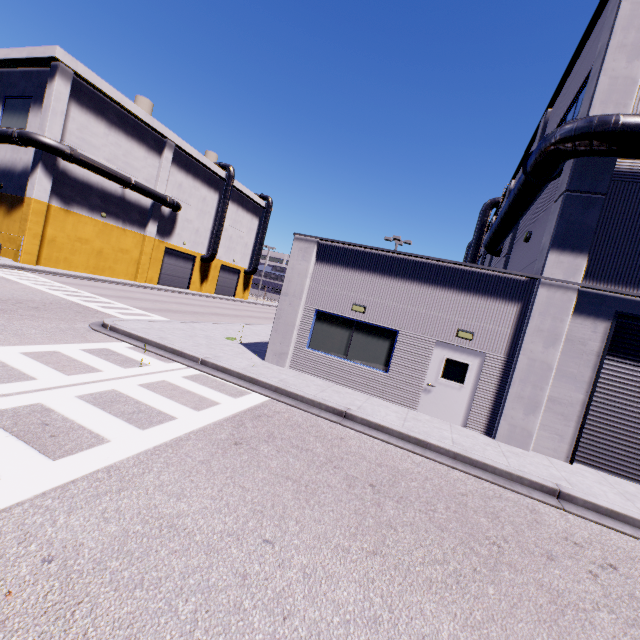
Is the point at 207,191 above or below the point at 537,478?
above

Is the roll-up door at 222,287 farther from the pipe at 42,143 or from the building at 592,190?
the pipe at 42,143

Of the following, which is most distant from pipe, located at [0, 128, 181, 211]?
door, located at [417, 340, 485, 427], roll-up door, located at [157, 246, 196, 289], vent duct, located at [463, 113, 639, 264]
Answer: door, located at [417, 340, 485, 427]

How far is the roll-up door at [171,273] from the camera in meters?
37.1 m

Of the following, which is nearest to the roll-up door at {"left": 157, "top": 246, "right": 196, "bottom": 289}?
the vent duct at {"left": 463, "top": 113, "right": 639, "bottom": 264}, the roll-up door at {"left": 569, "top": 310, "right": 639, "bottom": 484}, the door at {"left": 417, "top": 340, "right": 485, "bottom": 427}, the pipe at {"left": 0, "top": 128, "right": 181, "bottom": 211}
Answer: the pipe at {"left": 0, "top": 128, "right": 181, "bottom": 211}

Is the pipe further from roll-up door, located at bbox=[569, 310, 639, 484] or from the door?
roll-up door, located at bbox=[569, 310, 639, 484]

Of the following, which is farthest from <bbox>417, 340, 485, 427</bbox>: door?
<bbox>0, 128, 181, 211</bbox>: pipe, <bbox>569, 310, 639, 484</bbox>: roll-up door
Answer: <bbox>0, 128, 181, 211</bbox>: pipe

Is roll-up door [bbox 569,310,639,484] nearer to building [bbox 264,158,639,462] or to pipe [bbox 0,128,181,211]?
building [bbox 264,158,639,462]
